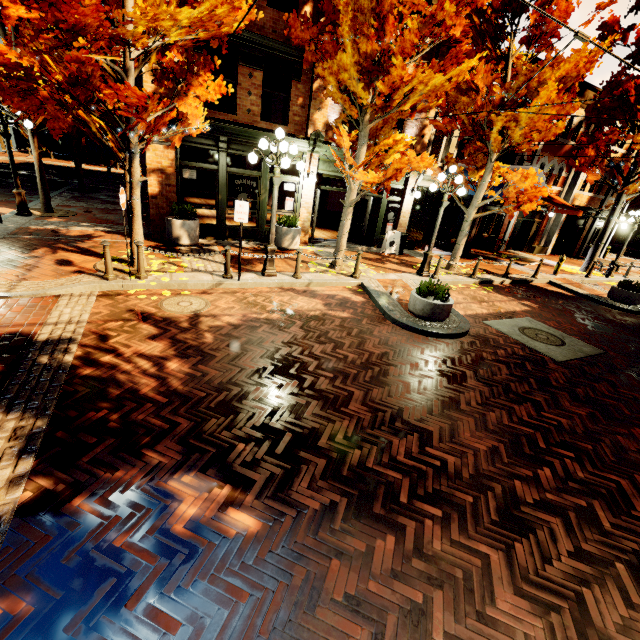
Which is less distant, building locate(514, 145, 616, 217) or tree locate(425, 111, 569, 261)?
tree locate(425, 111, 569, 261)

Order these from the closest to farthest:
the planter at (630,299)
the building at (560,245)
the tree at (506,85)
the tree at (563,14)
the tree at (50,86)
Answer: the tree at (50,86)
the tree at (506,85)
the tree at (563,14)
the planter at (630,299)
the building at (560,245)

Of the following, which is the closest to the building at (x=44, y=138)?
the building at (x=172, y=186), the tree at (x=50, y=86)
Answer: the tree at (x=50, y=86)

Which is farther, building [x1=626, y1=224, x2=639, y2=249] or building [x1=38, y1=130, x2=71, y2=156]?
building [x1=38, y1=130, x2=71, y2=156]

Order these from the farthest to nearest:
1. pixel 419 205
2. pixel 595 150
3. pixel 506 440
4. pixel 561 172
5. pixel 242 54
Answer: pixel 561 172, pixel 419 205, pixel 595 150, pixel 242 54, pixel 506 440

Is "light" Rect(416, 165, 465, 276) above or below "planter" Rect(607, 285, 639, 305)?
below

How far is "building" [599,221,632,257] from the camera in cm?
2445

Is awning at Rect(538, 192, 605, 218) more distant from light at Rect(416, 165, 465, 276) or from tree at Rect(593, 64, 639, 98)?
light at Rect(416, 165, 465, 276)
